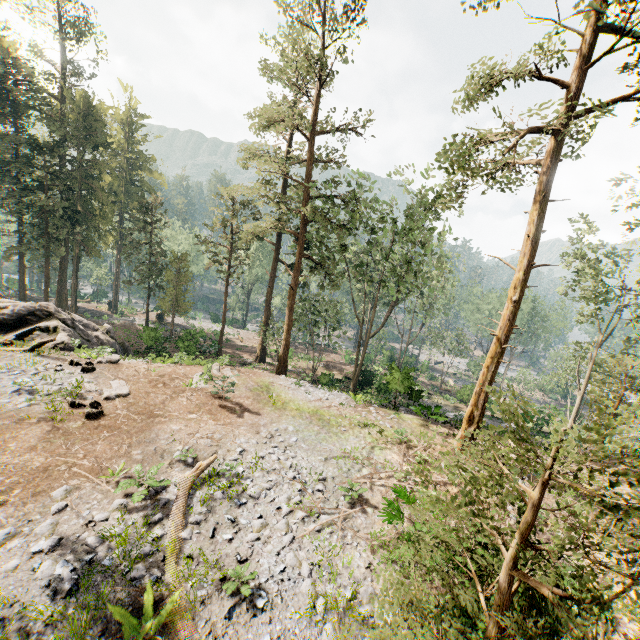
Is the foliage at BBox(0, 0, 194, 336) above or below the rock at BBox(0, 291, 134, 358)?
above

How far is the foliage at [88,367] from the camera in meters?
16.6

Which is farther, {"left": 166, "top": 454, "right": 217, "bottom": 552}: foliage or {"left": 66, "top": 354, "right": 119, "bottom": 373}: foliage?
{"left": 66, "top": 354, "right": 119, "bottom": 373}: foliage

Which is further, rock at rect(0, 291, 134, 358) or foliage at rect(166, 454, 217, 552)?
rock at rect(0, 291, 134, 358)

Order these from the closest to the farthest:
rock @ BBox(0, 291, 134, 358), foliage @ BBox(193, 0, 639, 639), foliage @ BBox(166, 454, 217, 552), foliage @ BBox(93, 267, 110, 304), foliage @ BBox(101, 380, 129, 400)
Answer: foliage @ BBox(193, 0, 639, 639) < foliage @ BBox(166, 454, 217, 552) < foliage @ BBox(101, 380, 129, 400) < rock @ BBox(0, 291, 134, 358) < foliage @ BBox(93, 267, 110, 304)

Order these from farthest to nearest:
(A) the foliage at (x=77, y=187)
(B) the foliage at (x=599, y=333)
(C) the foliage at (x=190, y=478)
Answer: (A) the foliage at (x=77, y=187) < (C) the foliage at (x=190, y=478) < (B) the foliage at (x=599, y=333)

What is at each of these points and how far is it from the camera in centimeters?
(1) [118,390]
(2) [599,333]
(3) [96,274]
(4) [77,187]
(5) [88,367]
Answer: (1) foliage, 1511cm
(2) foliage, 2747cm
(3) foliage, 5034cm
(4) foliage, 3512cm
(5) foliage, 1658cm
